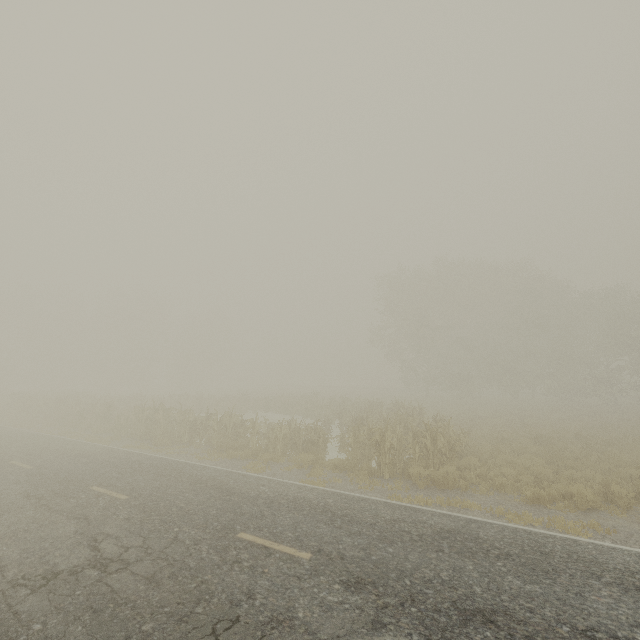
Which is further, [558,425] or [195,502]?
[558,425]
